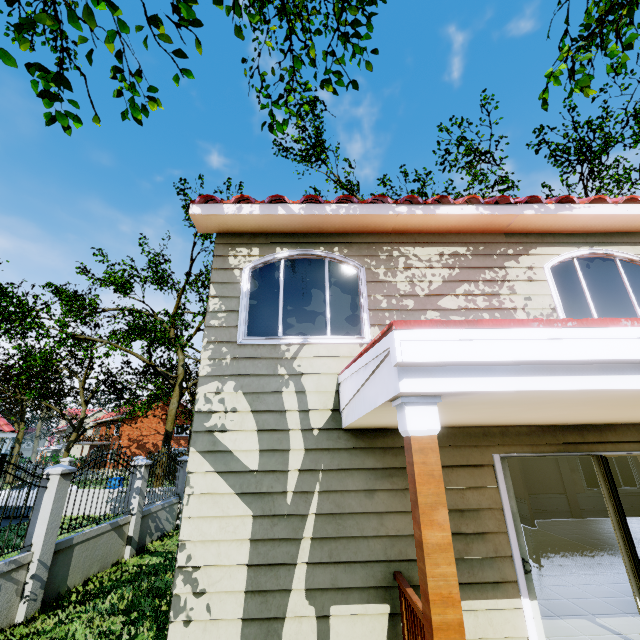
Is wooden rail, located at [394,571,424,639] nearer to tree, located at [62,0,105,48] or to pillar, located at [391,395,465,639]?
pillar, located at [391,395,465,639]

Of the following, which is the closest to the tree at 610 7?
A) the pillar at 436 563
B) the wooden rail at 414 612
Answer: the pillar at 436 563

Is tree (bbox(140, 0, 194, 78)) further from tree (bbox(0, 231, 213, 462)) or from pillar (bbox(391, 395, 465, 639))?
tree (bbox(0, 231, 213, 462))

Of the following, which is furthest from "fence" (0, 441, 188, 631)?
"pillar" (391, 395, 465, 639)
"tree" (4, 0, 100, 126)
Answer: "pillar" (391, 395, 465, 639)

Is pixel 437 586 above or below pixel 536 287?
below

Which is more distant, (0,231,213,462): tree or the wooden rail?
(0,231,213,462): tree

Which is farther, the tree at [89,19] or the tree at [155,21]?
the tree at [155,21]
